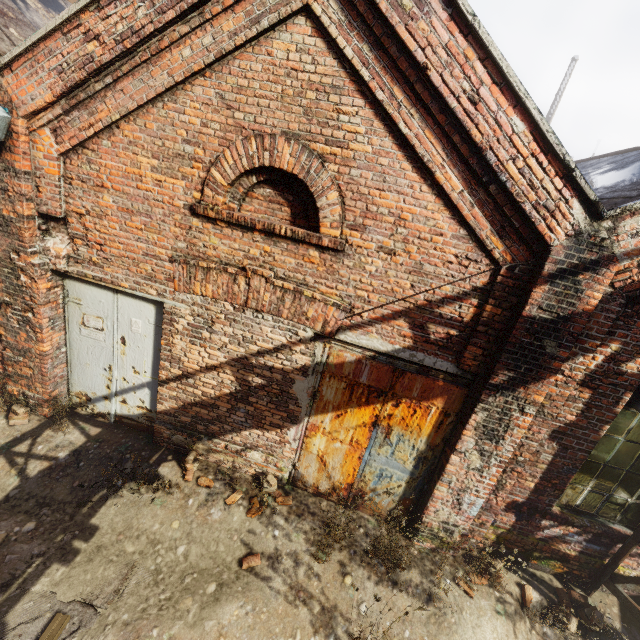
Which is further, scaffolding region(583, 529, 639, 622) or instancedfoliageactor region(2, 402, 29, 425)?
instancedfoliageactor region(2, 402, 29, 425)

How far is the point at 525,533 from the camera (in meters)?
4.83

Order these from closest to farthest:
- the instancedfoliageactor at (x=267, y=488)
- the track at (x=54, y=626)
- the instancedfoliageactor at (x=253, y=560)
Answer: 1. the track at (x=54, y=626)
2. the instancedfoliageactor at (x=253, y=560)
3. the instancedfoliageactor at (x=267, y=488)

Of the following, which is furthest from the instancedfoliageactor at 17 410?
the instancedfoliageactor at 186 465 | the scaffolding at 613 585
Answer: the scaffolding at 613 585

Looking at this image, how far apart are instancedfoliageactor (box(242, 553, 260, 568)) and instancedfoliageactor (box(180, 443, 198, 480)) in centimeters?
136cm

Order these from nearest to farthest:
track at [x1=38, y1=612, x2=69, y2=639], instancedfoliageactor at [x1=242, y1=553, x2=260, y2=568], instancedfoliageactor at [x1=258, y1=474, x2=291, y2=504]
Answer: track at [x1=38, y1=612, x2=69, y2=639], instancedfoliageactor at [x1=242, y1=553, x2=260, y2=568], instancedfoliageactor at [x1=258, y1=474, x2=291, y2=504]

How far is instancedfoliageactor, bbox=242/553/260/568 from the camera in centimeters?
423cm

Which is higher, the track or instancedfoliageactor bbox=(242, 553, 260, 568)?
instancedfoliageactor bbox=(242, 553, 260, 568)
